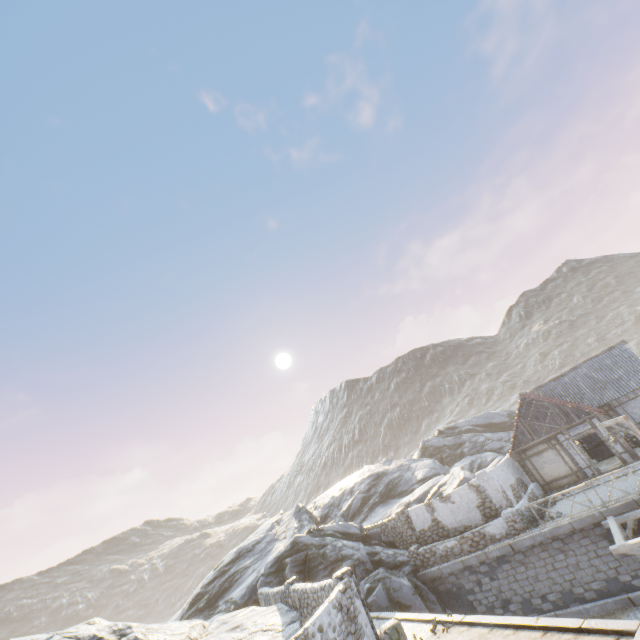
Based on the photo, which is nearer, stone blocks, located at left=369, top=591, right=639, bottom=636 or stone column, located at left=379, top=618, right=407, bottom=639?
stone blocks, located at left=369, top=591, right=639, bottom=636

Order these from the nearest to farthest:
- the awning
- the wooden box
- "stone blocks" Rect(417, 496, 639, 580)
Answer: the awning → "stone blocks" Rect(417, 496, 639, 580) → the wooden box

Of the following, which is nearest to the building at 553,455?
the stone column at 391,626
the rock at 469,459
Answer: the rock at 469,459

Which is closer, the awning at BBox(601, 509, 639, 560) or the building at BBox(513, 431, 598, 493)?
the awning at BBox(601, 509, 639, 560)

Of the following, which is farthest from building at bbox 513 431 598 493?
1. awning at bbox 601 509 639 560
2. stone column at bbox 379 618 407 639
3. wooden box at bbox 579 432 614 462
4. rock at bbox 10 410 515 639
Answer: stone column at bbox 379 618 407 639

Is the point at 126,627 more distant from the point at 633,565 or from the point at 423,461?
the point at 423,461

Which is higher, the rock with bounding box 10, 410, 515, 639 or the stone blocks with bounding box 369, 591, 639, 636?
the rock with bounding box 10, 410, 515, 639

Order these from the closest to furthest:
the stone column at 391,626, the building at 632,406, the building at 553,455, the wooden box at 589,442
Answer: the stone column at 391,626
the building at 632,406
the building at 553,455
the wooden box at 589,442
